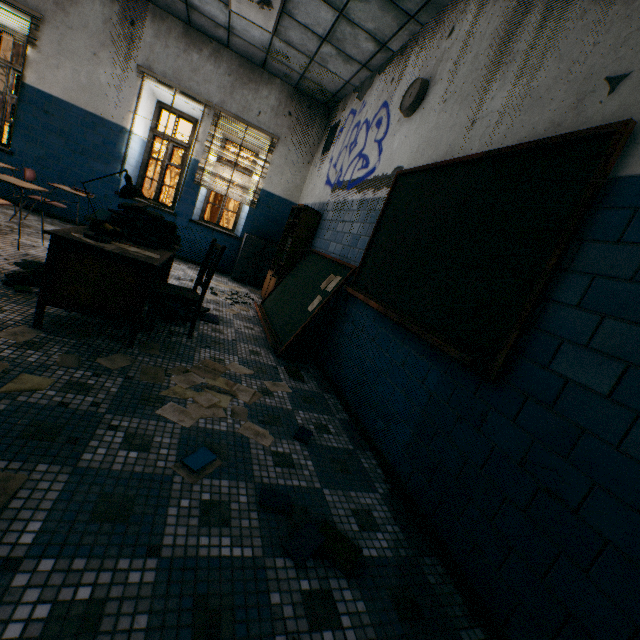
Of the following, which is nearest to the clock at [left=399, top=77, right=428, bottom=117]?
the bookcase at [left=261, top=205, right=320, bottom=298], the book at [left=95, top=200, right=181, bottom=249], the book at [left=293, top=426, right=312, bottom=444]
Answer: the bookcase at [left=261, top=205, right=320, bottom=298]

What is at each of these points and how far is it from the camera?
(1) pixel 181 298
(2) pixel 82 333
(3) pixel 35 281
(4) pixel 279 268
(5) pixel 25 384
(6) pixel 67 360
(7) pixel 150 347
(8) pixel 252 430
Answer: (1) chair, 2.92m
(2) paper, 2.44m
(3) book, 2.89m
(4) bookcase, 5.73m
(5) paper, 1.72m
(6) paper, 2.05m
(7) paper, 2.63m
(8) paper, 2.09m

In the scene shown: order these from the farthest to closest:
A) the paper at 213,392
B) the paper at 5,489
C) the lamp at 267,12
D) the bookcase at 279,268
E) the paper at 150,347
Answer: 1. the bookcase at 279,268
2. the lamp at 267,12
3. the paper at 150,347
4. the paper at 213,392
5. the paper at 5,489

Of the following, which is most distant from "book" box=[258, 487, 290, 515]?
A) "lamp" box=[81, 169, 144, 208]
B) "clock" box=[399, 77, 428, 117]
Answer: "clock" box=[399, 77, 428, 117]

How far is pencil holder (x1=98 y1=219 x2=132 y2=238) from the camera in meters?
2.6

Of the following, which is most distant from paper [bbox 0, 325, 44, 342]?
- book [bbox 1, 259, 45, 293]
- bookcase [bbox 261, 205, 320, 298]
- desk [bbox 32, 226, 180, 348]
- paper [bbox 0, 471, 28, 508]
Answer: bookcase [bbox 261, 205, 320, 298]

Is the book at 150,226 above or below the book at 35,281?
above

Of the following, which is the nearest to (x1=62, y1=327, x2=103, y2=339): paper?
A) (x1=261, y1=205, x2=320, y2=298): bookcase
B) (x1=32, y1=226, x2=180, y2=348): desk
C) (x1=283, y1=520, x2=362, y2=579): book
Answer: (x1=32, y1=226, x2=180, y2=348): desk
